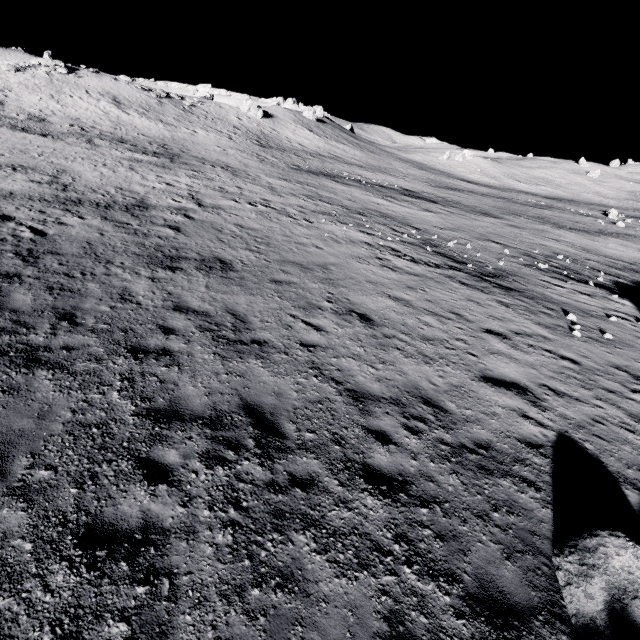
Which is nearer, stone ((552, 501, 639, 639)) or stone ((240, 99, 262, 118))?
stone ((552, 501, 639, 639))

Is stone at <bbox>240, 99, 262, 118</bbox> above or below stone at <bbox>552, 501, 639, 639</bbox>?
above

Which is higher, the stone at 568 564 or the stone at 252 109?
the stone at 252 109

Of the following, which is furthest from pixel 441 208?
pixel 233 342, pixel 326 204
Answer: pixel 233 342

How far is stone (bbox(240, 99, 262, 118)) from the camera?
57.5m

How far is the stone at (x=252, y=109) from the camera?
57.5m
